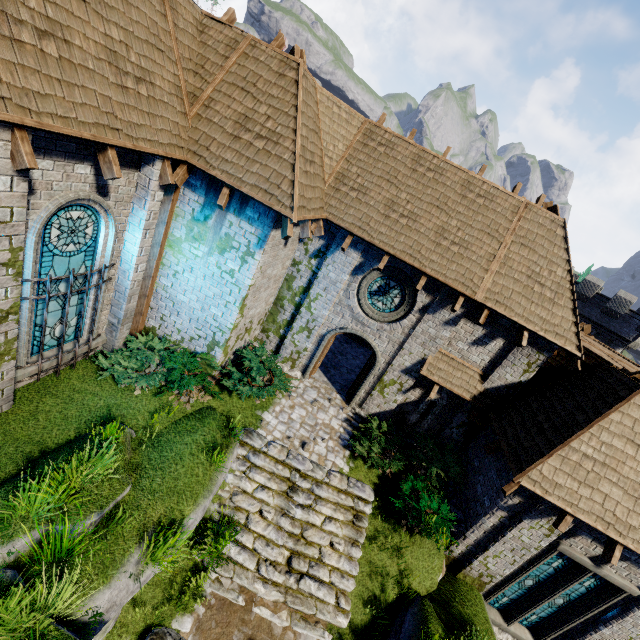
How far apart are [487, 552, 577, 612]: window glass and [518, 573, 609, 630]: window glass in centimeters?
20cm

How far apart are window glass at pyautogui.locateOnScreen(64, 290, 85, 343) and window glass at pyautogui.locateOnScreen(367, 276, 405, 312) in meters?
7.7

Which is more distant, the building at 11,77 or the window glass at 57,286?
the window glass at 57,286

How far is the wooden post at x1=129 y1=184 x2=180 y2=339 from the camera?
8.4m

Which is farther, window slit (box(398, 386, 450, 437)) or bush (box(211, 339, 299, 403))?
window slit (box(398, 386, 450, 437))

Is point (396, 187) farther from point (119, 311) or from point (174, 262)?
point (119, 311)

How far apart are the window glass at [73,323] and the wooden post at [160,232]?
1.5m

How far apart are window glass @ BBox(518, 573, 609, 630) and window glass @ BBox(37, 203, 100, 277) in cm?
1525
